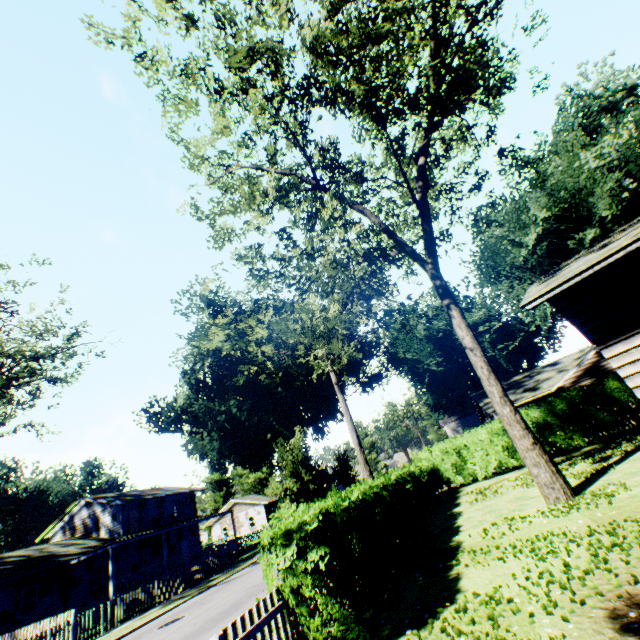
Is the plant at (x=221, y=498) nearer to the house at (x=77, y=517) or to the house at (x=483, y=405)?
the house at (x=77, y=517)

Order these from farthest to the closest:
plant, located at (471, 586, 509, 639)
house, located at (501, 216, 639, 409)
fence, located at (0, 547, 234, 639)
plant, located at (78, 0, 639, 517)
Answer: fence, located at (0, 547, 234, 639) < plant, located at (78, 0, 639, 517) < house, located at (501, 216, 639, 409) < plant, located at (471, 586, 509, 639)

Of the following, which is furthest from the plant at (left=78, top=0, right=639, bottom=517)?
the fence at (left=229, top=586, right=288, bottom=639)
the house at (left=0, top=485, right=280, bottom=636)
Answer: the fence at (left=229, top=586, right=288, bottom=639)

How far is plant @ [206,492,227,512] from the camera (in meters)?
58.19

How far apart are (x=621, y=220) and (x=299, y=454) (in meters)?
28.98

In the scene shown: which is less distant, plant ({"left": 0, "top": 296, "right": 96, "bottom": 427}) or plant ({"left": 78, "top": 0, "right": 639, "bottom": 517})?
plant ({"left": 78, "top": 0, "right": 639, "bottom": 517})

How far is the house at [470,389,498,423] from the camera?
24.2 meters

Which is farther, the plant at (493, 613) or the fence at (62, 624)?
the fence at (62, 624)
